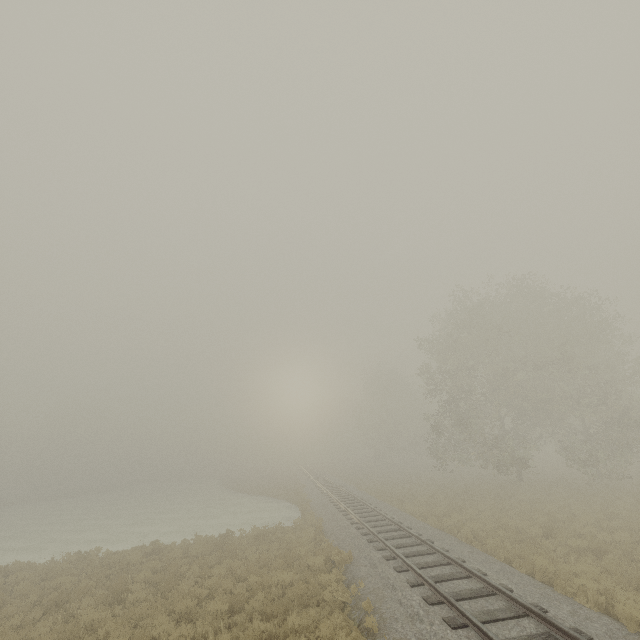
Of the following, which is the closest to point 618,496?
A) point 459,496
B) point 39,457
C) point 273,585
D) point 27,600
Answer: point 459,496
